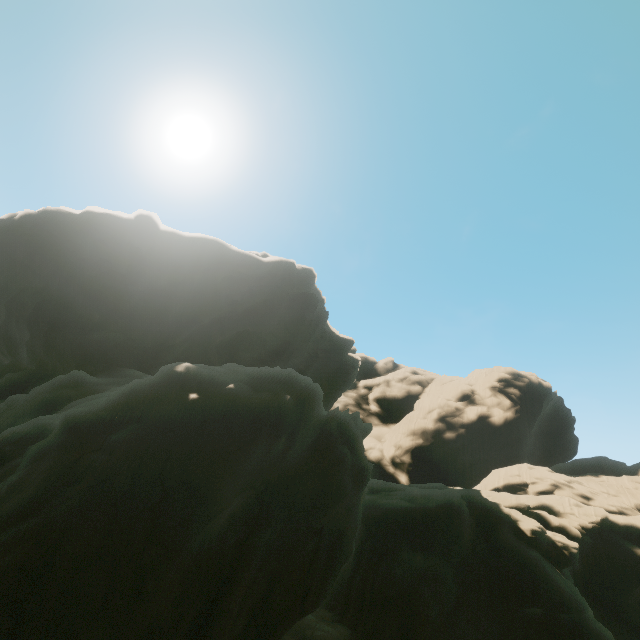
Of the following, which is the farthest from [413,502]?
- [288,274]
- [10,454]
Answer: [288,274]
